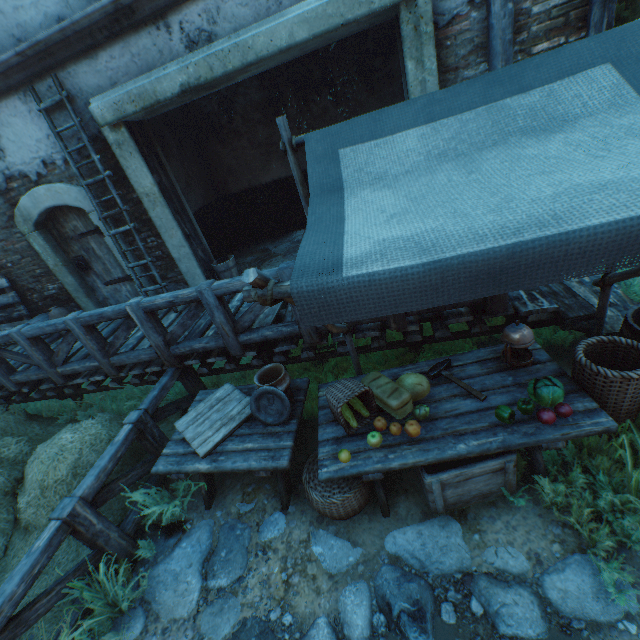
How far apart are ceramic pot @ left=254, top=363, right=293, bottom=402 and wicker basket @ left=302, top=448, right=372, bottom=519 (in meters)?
0.56

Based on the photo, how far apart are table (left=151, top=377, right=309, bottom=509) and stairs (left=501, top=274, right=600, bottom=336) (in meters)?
2.32

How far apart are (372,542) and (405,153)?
3.11m

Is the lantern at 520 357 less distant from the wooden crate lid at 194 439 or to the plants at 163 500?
the wooden crate lid at 194 439

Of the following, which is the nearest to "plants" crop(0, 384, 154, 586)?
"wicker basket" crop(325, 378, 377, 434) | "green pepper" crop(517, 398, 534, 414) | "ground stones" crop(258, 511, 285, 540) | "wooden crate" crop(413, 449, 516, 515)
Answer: "ground stones" crop(258, 511, 285, 540)

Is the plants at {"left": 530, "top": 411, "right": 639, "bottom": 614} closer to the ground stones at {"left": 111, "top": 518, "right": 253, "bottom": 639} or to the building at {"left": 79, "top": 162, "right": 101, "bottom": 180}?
the ground stones at {"left": 111, "top": 518, "right": 253, "bottom": 639}

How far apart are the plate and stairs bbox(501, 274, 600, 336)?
2.5 meters

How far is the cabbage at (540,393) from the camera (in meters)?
2.43
